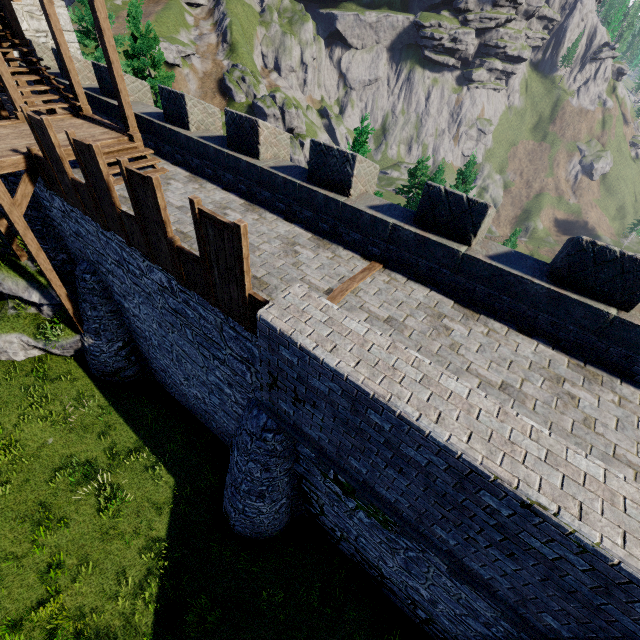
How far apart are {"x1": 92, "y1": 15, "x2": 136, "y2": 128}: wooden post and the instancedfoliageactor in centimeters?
913cm

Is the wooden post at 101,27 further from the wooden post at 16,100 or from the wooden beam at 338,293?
the wooden beam at 338,293

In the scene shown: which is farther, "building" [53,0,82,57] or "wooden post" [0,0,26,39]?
"building" [53,0,82,57]

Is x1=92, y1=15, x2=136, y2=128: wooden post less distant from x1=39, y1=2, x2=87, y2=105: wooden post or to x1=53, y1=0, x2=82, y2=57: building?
x1=39, y1=2, x2=87, y2=105: wooden post

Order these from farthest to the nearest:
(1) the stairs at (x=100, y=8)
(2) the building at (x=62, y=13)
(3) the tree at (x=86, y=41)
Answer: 1. (3) the tree at (x=86, y=41)
2. (2) the building at (x=62, y=13)
3. (1) the stairs at (x=100, y=8)

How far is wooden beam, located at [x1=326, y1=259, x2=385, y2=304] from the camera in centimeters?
657cm

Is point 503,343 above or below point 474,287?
below

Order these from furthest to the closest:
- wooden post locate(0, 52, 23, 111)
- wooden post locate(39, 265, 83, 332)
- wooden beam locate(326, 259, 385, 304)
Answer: wooden post locate(39, 265, 83, 332), wooden post locate(0, 52, 23, 111), wooden beam locate(326, 259, 385, 304)
